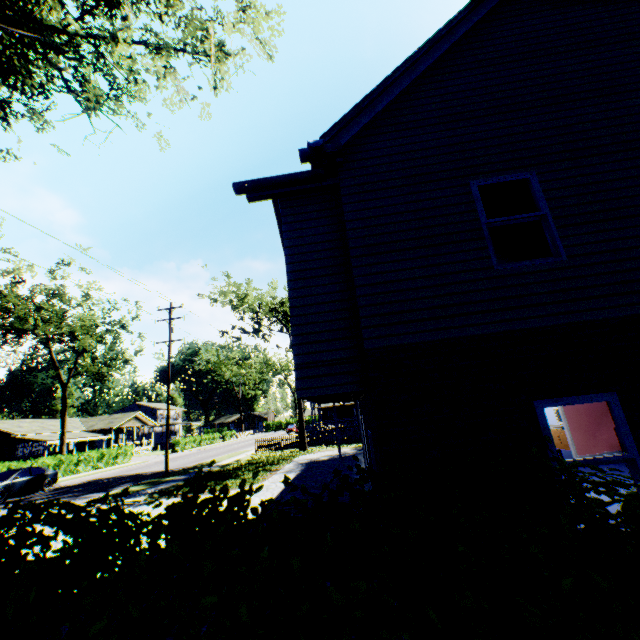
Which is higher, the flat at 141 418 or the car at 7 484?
the flat at 141 418

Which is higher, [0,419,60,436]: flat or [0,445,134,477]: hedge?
[0,419,60,436]: flat

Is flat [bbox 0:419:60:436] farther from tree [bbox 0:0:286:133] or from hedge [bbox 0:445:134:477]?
hedge [bbox 0:445:134:477]

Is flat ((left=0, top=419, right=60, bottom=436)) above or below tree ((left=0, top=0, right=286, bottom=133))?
below

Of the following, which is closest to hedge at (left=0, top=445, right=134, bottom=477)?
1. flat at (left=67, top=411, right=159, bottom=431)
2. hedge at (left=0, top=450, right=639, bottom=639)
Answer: flat at (left=67, top=411, right=159, bottom=431)

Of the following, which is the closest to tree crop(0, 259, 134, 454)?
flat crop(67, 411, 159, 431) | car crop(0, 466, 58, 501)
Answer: flat crop(67, 411, 159, 431)

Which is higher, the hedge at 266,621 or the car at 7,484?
the hedge at 266,621

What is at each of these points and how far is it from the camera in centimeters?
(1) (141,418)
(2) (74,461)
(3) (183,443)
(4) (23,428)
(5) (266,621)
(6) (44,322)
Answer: (1) flat, 5394cm
(2) hedge, 2889cm
(3) hedge, 4731cm
(4) flat, 4038cm
(5) hedge, 107cm
(6) tree, 3325cm
